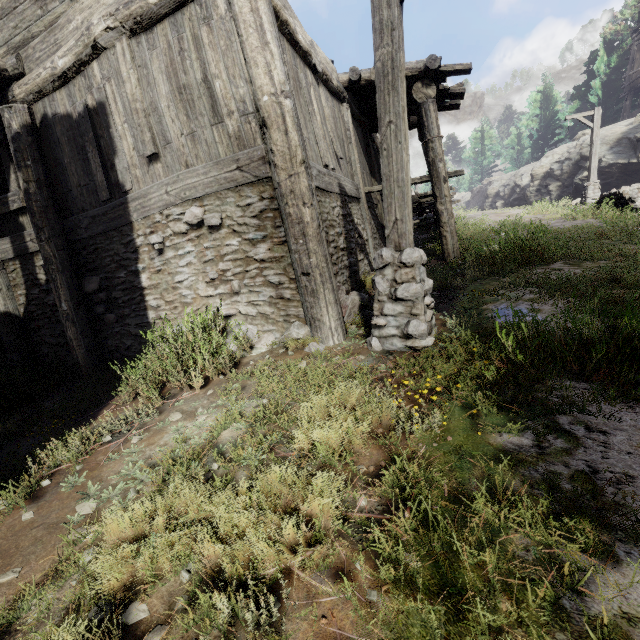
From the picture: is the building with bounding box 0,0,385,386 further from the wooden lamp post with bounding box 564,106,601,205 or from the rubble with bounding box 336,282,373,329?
the wooden lamp post with bounding box 564,106,601,205

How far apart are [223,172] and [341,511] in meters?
4.5

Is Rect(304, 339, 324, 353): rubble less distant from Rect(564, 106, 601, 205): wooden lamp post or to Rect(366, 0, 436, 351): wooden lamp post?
Rect(366, 0, 436, 351): wooden lamp post

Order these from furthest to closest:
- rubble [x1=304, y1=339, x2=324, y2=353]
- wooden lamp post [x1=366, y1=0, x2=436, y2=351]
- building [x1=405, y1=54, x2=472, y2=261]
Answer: building [x1=405, y1=54, x2=472, y2=261]
rubble [x1=304, y1=339, x2=324, y2=353]
wooden lamp post [x1=366, y1=0, x2=436, y2=351]

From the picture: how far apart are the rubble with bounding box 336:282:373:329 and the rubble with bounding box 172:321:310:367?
0.70m

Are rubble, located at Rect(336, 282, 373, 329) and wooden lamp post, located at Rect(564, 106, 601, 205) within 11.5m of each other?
no

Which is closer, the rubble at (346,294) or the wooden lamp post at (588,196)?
the rubble at (346,294)

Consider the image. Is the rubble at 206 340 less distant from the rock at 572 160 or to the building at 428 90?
the building at 428 90
